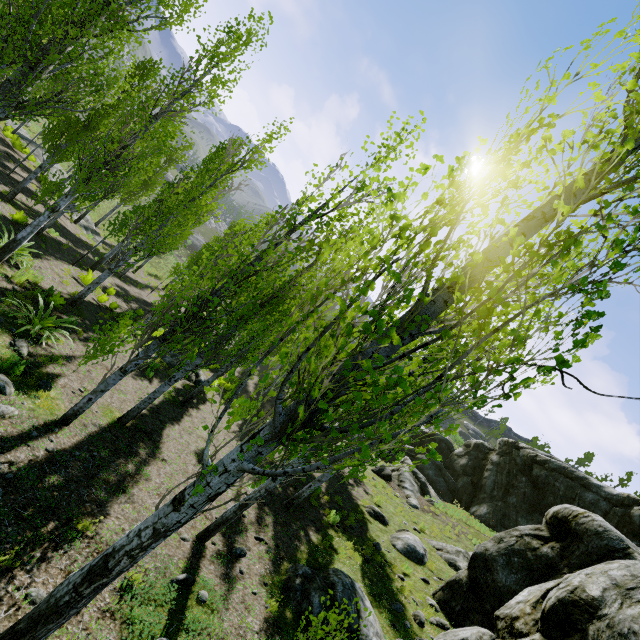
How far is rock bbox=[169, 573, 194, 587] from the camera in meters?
5.7

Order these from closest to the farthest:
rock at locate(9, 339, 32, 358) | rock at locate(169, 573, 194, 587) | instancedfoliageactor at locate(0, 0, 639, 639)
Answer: instancedfoliageactor at locate(0, 0, 639, 639)
rock at locate(169, 573, 194, 587)
rock at locate(9, 339, 32, 358)

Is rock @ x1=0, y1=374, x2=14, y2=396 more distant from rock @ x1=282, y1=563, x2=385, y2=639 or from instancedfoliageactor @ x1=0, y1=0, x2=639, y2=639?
rock @ x1=282, y1=563, x2=385, y2=639

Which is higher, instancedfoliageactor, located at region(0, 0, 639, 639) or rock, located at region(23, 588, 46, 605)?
instancedfoliageactor, located at region(0, 0, 639, 639)

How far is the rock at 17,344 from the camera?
7.8m

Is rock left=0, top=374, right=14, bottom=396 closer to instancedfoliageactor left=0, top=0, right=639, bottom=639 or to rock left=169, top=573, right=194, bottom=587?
instancedfoliageactor left=0, top=0, right=639, bottom=639

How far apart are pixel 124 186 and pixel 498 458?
32.2 meters

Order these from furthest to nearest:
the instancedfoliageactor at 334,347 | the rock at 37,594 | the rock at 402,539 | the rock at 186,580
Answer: the rock at 402,539, the rock at 186,580, the rock at 37,594, the instancedfoliageactor at 334,347
